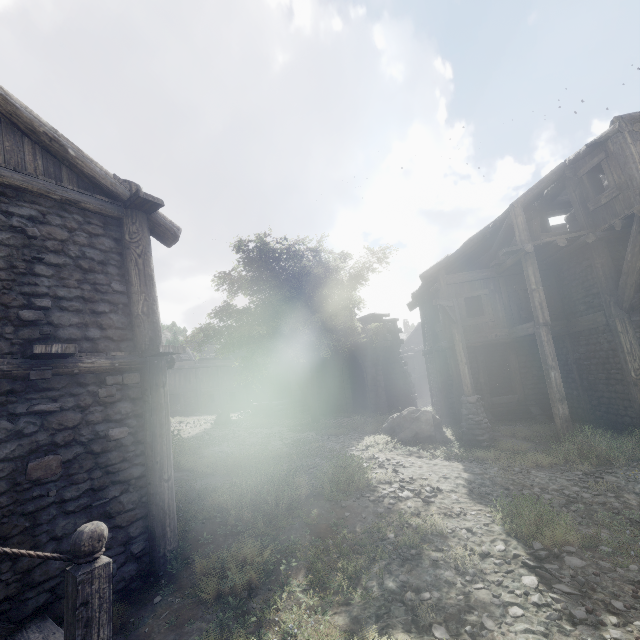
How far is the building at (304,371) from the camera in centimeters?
2438cm

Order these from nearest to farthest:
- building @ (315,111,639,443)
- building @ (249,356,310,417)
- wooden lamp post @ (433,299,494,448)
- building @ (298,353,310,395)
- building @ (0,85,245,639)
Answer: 1. building @ (0,85,245,639)
2. building @ (315,111,639,443)
3. wooden lamp post @ (433,299,494,448)
4. building @ (249,356,310,417)
5. building @ (298,353,310,395)

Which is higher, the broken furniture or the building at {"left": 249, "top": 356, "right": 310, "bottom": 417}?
the broken furniture

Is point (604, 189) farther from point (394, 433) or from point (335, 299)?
point (335, 299)

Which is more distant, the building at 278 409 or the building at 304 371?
the building at 304 371

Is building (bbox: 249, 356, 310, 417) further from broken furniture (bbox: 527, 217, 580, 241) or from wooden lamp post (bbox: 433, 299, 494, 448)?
wooden lamp post (bbox: 433, 299, 494, 448)

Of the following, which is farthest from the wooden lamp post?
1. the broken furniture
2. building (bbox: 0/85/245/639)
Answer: the broken furniture
